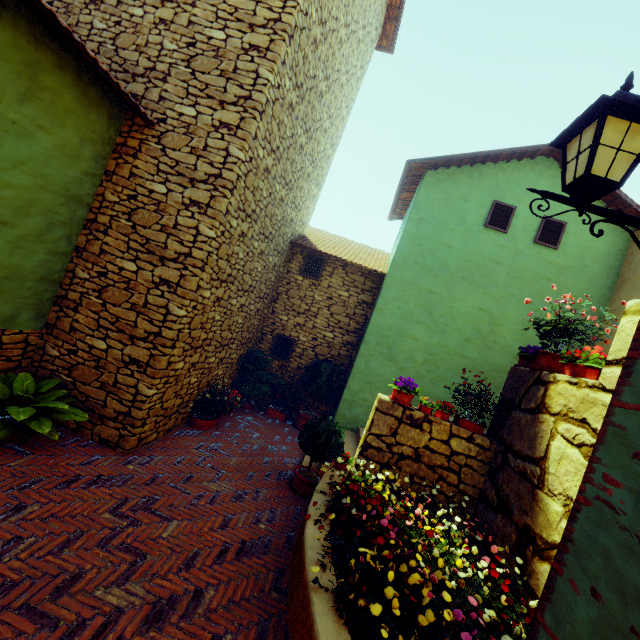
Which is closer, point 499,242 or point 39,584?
point 39,584

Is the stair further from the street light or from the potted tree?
the street light

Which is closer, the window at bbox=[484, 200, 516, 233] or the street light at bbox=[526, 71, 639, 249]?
the street light at bbox=[526, 71, 639, 249]

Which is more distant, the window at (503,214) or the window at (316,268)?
the window at (316,268)

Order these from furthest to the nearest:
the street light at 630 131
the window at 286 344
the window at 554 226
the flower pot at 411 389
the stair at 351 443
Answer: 1. the window at 286 344
2. the window at 554 226
3. the stair at 351 443
4. the flower pot at 411 389
5. the street light at 630 131

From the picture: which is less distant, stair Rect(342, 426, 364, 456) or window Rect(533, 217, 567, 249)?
stair Rect(342, 426, 364, 456)

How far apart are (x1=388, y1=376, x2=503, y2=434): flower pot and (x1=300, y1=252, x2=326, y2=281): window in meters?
4.4 m

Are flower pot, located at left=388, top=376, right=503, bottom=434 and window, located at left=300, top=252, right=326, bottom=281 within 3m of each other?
no
